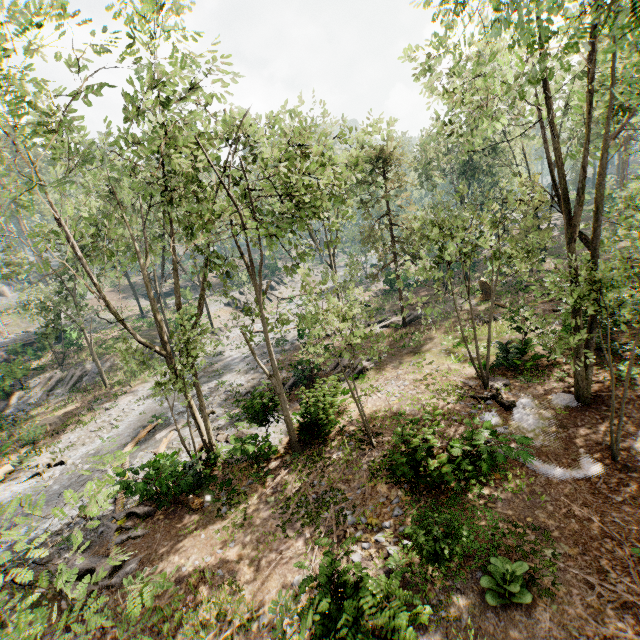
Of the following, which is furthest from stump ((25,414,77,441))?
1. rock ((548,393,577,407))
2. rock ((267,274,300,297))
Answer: rock ((548,393,577,407))

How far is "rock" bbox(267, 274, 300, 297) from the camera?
53.3m

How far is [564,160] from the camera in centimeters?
1508cm

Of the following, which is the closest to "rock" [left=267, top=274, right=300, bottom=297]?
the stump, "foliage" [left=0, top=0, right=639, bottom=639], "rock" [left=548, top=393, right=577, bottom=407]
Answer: "foliage" [left=0, top=0, right=639, bottom=639]

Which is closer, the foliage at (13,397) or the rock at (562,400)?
the rock at (562,400)

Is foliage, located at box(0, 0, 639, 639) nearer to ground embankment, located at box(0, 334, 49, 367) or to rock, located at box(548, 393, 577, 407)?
ground embankment, located at box(0, 334, 49, 367)

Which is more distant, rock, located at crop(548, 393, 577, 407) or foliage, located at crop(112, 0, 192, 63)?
rock, located at crop(548, 393, 577, 407)

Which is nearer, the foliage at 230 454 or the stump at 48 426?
the foliage at 230 454
